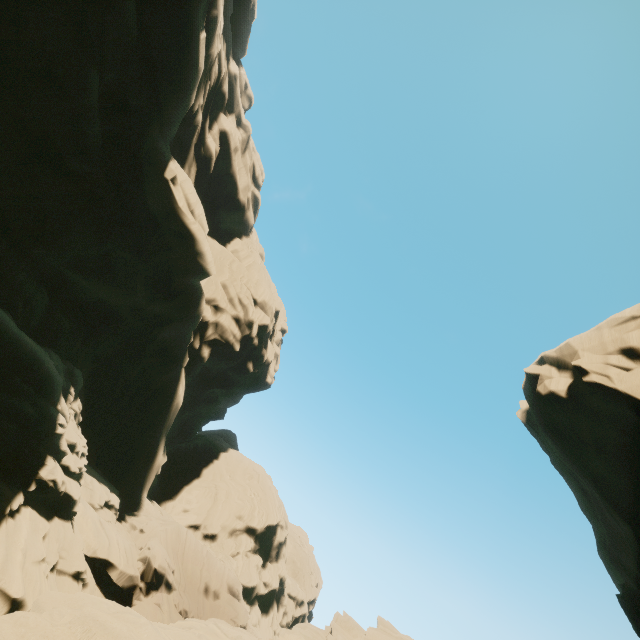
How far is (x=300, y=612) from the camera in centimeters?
4553cm
